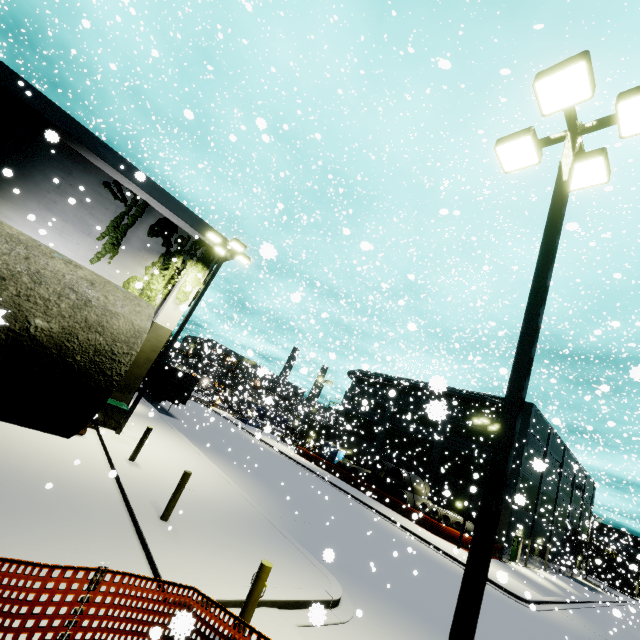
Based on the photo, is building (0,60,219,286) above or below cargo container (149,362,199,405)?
above

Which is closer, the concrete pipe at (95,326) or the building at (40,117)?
the concrete pipe at (95,326)

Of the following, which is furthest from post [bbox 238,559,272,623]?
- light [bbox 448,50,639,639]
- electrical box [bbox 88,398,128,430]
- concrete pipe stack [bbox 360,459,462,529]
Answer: electrical box [bbox 88,398,128,430]

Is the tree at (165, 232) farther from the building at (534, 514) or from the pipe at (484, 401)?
the pipe at (484, 401)

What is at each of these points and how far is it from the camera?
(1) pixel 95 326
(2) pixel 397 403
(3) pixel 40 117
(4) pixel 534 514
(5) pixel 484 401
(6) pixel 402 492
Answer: (1) concrete pipe, 1.9 meters
(2) building, 44.5 meters
(3) building, 12.9 meters
(4) building, 34.5 meters
(5) pipe, 35.1 meters
(6) concrete pipe stack, 32.6 meters

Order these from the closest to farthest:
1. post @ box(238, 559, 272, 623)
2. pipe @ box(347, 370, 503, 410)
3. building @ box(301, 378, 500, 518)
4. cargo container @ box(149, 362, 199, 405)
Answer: post @ box(238, 559, 272, 623) → cargo container @ box(149, 362, 199, 405) → pipe @ box(347, 370, 503, 410) → building @ box(301, 378, 500, 518)

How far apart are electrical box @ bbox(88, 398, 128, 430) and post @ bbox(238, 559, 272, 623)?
11.2m

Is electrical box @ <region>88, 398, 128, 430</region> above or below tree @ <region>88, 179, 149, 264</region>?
below
